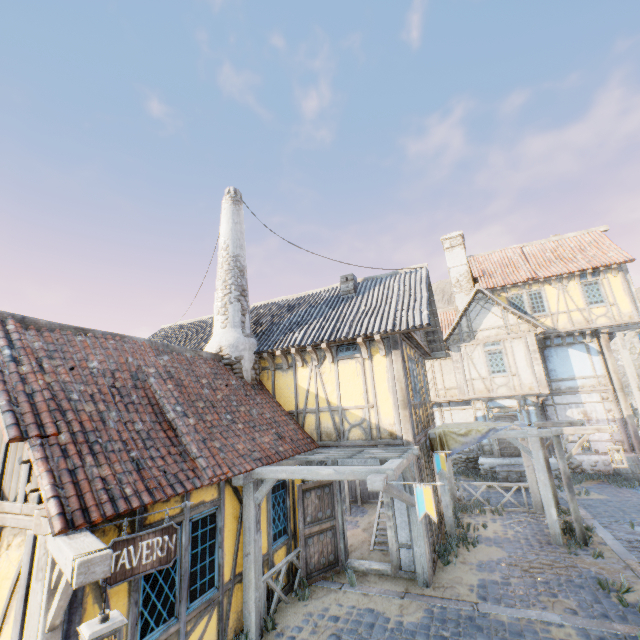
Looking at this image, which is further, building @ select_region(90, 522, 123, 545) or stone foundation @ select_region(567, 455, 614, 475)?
stone foundation @ select_region(567, 455, 614, 475)

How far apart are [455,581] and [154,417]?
7.55m

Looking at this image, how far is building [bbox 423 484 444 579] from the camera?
7.7m

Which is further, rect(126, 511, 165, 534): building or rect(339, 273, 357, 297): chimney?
rect(339, 273, 357, 297): chimney

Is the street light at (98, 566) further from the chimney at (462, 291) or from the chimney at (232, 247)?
the chimney at (462, 291)

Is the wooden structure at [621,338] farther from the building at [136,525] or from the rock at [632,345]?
the building at [136,525]

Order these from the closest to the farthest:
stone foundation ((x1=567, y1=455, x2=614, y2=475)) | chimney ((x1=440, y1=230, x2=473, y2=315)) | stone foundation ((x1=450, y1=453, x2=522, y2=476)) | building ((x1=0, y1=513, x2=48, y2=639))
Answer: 1. building ((x1=0, y1=513, x2=48, y2=639))
2. stone foundation ((x1=567, y1=455, x2=614, y2=475))
3. stone foundation ((x1=450, y1=453, x2=522, y2=476))
4. chimney ((x1=440, y1=230, x2=473, y2=315))

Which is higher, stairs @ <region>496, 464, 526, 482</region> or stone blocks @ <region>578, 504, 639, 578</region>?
stairs @ <region>496, 464, 526, 482</region>
